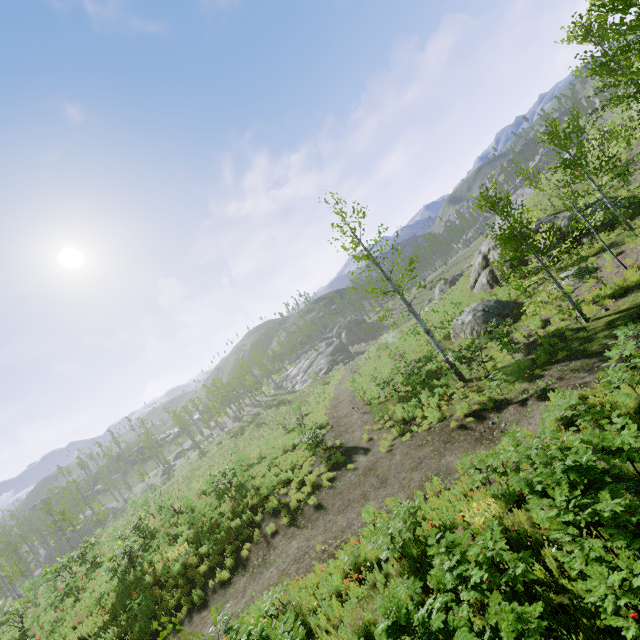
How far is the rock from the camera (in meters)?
17.78

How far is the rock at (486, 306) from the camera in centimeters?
1778cm

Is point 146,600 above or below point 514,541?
above
